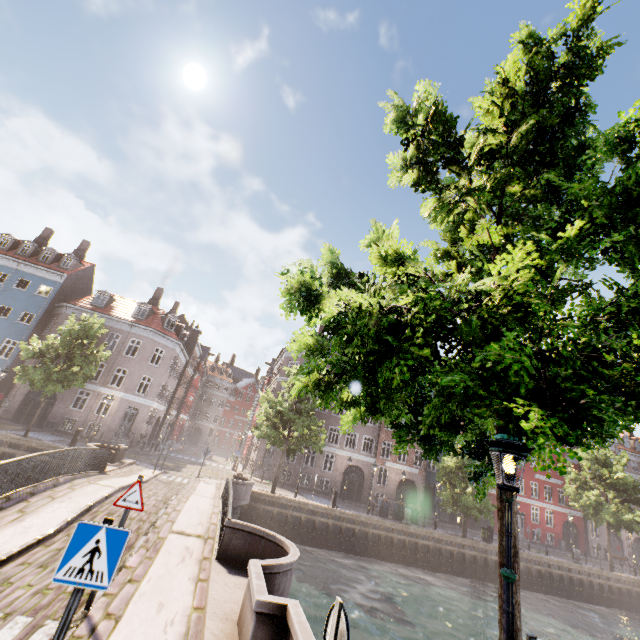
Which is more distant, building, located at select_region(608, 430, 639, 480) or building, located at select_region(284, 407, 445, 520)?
building, located at select_region(608, 430, 639, 480)

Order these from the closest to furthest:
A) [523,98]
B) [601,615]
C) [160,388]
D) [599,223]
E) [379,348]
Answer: [379,348]
[599,223]
[523,98]
[601,615]
[160,388]

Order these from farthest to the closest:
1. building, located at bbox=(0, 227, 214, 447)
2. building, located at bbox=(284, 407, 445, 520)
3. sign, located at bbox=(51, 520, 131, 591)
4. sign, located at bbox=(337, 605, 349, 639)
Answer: building, located at bbox=(284, 407, 445, 520) → building, located at bbox=(0, 227, 214, 447) → sign, located at bbox=(51, 520, 131, 591) → sign, located at bbox=(337, 605, 349, 639)

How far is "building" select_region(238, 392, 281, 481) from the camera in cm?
3209

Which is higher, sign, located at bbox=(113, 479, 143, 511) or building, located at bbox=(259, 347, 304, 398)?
building, located at bbox=(259, 347, 304, 398)

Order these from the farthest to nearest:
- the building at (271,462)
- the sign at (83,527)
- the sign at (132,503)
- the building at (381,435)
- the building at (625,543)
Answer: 1. the building at (625,543)
2. the building at (381,435)
3. the building at (271,462)
4. the sign at (132,503)
5. the sign at (83,527)

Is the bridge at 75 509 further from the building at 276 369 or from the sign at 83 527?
the building at 276 369

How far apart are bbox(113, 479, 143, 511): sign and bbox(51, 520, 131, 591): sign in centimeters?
298cm
